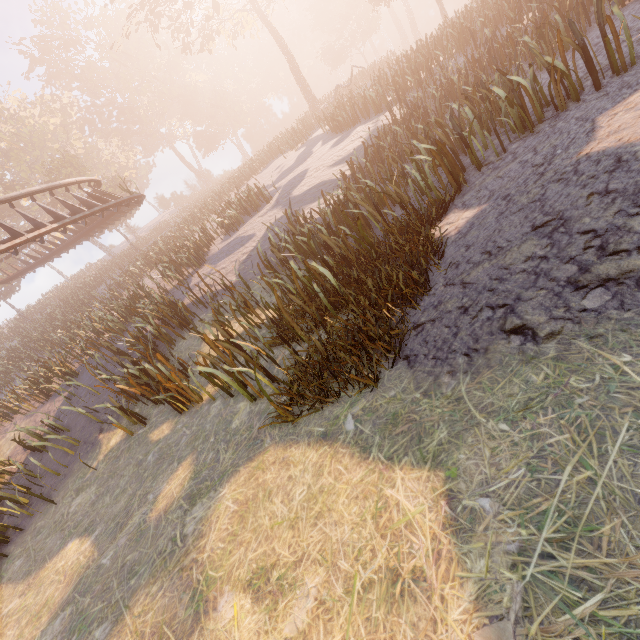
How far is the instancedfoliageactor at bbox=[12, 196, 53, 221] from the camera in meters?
38.5 m

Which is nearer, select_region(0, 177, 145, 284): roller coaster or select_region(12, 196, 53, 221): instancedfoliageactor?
select_region(0, 177, 145, 284): roller coaster

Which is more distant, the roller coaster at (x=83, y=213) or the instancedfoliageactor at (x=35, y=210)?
the instancedfoliageactor at (x=35, y=210)

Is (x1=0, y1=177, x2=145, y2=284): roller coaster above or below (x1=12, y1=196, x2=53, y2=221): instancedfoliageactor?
below

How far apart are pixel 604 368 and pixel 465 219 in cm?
357

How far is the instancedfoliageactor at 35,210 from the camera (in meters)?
38.53
